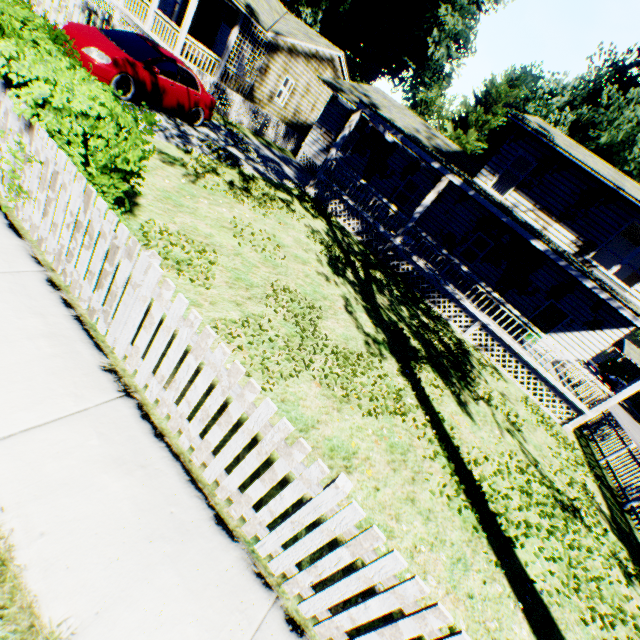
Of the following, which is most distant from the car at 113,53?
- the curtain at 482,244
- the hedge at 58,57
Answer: the curtain at 482,244

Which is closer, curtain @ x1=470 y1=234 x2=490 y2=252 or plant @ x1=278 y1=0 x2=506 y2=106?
curtain @ x1=470 y1=234 x2=490 y2=252

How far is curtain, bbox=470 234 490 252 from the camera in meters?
17.2 m

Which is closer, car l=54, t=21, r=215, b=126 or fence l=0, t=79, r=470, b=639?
fence l=0, t=79, r=470, b=639

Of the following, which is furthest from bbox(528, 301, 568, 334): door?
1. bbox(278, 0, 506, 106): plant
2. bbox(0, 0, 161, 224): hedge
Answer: bbox(0, 0, 161, 224): hedge

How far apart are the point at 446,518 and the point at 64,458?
4.77m

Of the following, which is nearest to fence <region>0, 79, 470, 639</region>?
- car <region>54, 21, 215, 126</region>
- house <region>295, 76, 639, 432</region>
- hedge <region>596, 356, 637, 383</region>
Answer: house <region>295, 76, 639, 432</region>

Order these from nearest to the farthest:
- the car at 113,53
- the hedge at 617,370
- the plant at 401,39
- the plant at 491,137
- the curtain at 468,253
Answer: the car at 113,53
the curtain at 468,253
the plant at 491,137
the plant at 401,39
the hedge at 617,370
